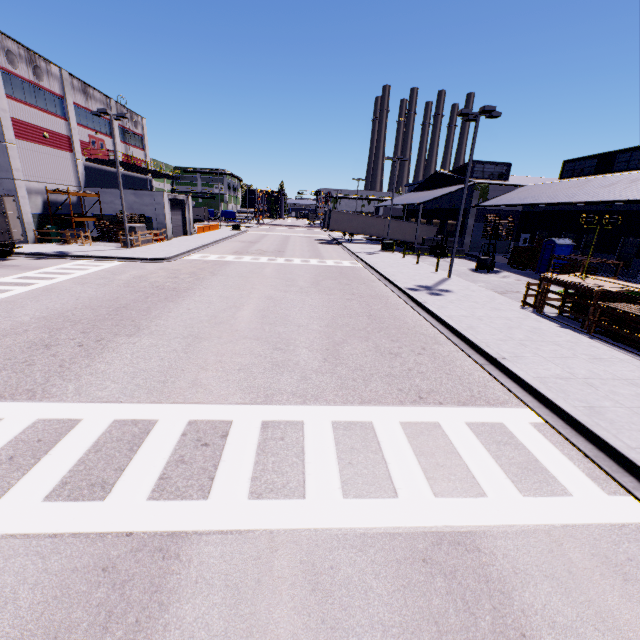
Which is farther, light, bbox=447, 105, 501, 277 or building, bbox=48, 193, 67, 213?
Answer: building, bbox=48, 193, 67, 213

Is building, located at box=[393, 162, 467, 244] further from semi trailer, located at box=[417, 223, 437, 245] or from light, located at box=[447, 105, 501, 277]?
light, located at box=[447, 105, 501, 277]

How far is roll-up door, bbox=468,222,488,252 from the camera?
37.6m

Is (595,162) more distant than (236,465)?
Yes

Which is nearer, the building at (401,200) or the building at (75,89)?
the building at (75,89)

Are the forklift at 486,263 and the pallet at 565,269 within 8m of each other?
yes

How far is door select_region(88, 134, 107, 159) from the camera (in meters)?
33.81

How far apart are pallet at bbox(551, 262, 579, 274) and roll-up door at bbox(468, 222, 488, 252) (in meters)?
14.03
